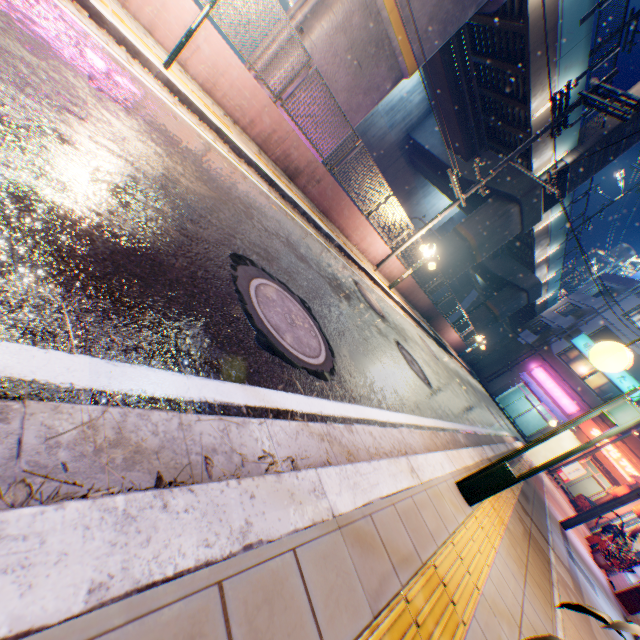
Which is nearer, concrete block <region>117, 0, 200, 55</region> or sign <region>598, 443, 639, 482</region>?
concrete block <region>117, 0, 200, 55</region>

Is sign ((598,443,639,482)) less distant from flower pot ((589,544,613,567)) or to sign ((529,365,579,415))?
sign ((529,365,579,415))

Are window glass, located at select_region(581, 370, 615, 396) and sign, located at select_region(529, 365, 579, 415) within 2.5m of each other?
yes

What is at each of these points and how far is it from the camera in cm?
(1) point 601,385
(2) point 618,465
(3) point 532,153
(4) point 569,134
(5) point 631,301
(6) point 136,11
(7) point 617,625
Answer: (1) window glass, 2795
(2) sign, 2561
(3) overpass support, 1625
(4) overpass support, 1623
(5) building, 2803
(6) concrete block, 573
(7) plants, 108

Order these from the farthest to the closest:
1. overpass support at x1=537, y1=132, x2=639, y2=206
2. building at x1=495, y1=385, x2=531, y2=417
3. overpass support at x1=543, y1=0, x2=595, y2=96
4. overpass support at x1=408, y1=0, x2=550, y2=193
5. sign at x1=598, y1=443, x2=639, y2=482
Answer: building at x1=495, y1=385, x2=531, y2=417, sign at x1=598, y1=443, x2=639, y2=482, overpass support at x1=537, y1=132, x2=639, y2=206, overpass support at x1=543, y1=0, x2=595, y2=96, overpass support at x1=408, y1=0, x2=550, y2=193

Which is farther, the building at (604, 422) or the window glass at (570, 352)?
the window glass at (570, 352)

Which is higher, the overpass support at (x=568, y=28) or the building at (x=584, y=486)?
the overpass support at (x=568, y=28)

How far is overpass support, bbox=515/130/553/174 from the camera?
15.9m
